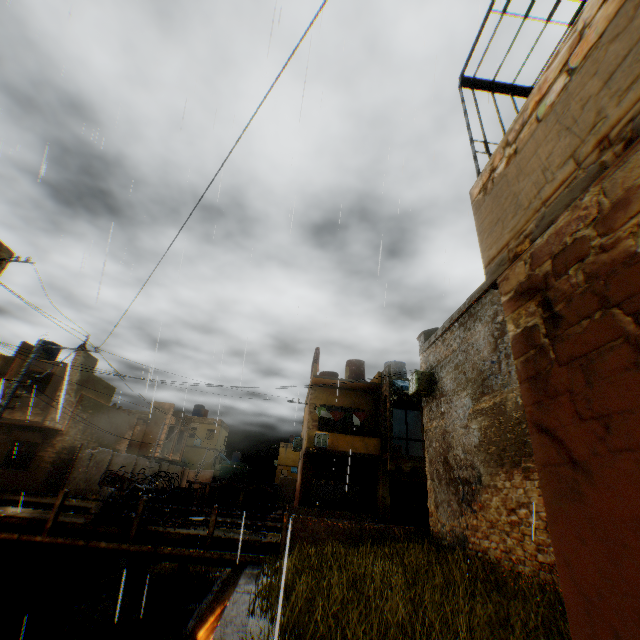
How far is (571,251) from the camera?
2.12m

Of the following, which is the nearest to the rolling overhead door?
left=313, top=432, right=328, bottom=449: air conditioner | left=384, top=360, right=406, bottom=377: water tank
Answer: left=313, top=432, right=328, bottom=449: air conditioner

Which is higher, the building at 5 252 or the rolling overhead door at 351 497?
the building at 5 252

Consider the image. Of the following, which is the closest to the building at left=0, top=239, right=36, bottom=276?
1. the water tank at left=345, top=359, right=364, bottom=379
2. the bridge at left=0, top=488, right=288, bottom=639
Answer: the water tank at left=345, top=359, right=364, bottom=379

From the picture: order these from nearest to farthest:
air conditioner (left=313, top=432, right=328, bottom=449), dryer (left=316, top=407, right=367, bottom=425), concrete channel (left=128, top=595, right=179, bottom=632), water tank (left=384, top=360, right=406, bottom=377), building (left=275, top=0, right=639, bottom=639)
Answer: building (left=275, top=0, right=639, bottom=639), concrete channel (left=128, top=595, right=179, bottom=632), air conditioner (left=313, top=432, right=328, bottom=449), dryer (left=316, top=407, right=367, bottom=425), water tank (left=384, top=360, right=406, bottom=377)

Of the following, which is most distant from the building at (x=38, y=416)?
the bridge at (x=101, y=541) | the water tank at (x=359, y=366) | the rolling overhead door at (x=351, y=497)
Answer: the bridge at (x=101, y=541)

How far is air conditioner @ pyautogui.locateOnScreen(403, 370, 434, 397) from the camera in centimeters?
1225cm

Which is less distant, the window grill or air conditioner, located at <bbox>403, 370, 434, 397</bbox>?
the window grill
